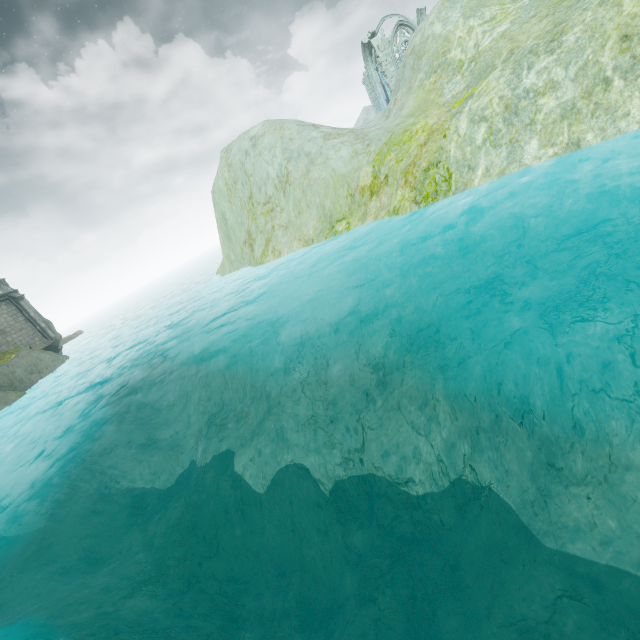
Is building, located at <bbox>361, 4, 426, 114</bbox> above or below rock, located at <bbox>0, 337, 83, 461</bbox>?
above

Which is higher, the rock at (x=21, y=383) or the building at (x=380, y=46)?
the building at (x=380, y=46)

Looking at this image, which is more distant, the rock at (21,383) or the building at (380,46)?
the building at (380,46)

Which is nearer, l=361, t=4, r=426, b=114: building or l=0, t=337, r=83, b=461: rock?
l=0, t=337, r=83, b=461: rock

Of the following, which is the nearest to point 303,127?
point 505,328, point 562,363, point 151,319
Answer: point 505,328
